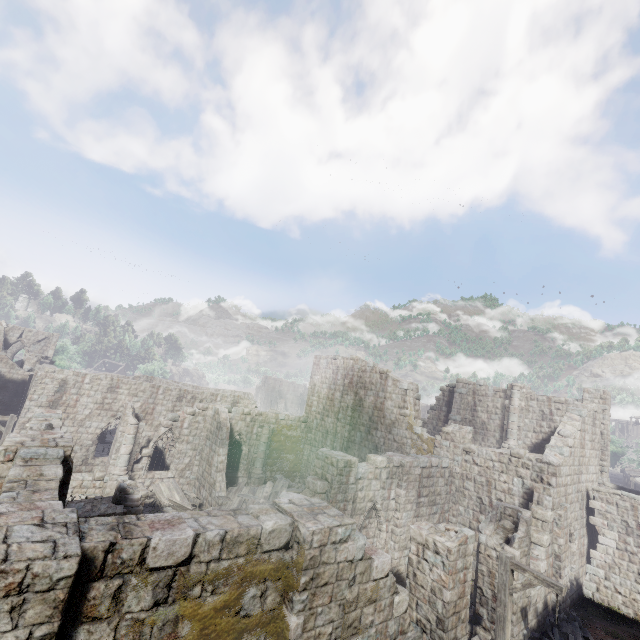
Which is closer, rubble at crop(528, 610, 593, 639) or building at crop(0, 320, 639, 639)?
building at crop(0, 320, 639, 639)

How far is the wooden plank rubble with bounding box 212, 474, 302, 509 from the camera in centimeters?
1942cm

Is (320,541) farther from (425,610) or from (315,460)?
(315,460)

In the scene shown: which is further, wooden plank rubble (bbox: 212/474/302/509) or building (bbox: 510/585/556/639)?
wooden plank rubble (bbox: 212/474/302/509)

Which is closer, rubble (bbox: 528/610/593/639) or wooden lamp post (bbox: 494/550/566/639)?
wooden lamp post (bbox: 494/550/566/639)

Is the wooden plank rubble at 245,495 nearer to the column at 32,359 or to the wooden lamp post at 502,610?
the wooden lamp post at 502,610

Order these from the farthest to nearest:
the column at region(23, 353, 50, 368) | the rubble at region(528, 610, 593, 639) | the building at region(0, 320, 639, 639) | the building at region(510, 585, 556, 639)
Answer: the column at region(23, 353, 50, 368) < the rubble at region(528, 610, 593, 639) < the building at region(510, 585, 556, 639) < the building at region(0, 320, 639, 639)

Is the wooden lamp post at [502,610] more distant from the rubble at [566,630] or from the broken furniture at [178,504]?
the broken furniture at [178,504]
